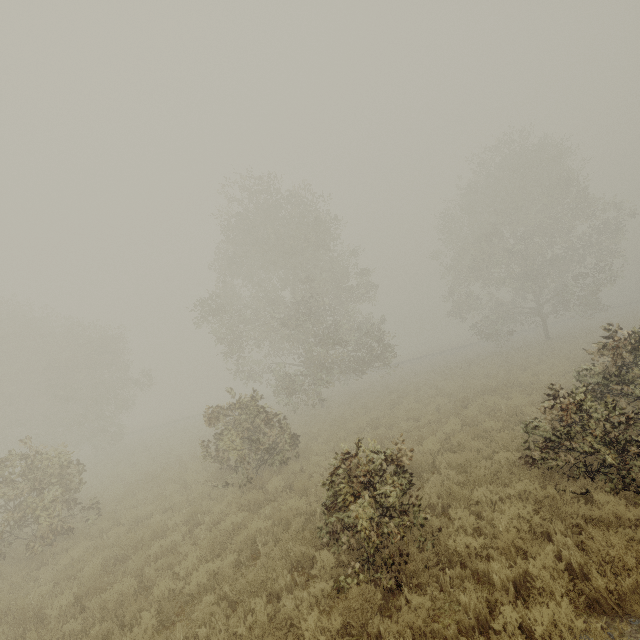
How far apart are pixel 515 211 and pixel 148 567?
33.9m
